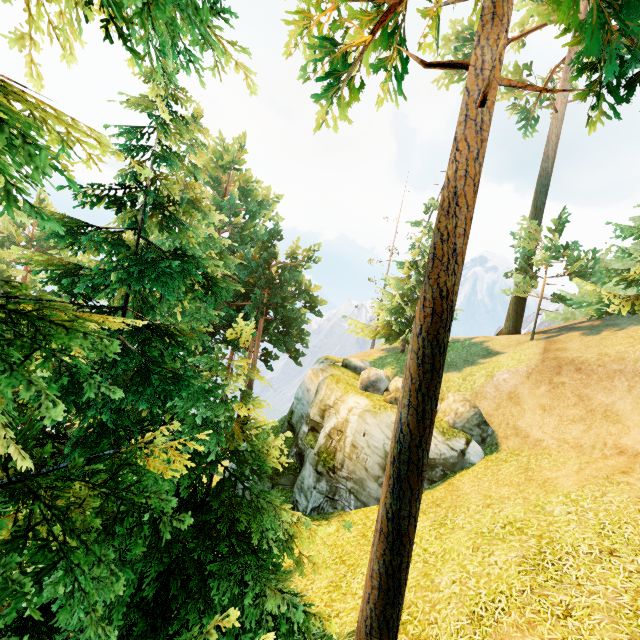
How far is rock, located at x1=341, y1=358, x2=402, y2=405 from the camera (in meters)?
15.55

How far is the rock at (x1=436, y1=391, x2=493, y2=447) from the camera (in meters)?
14.43

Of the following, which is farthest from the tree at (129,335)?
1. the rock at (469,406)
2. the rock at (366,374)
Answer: the rock at (469,406)

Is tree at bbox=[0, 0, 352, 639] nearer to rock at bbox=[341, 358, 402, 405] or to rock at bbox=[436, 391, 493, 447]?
rock at bbox=[341, 358, 402, 405]

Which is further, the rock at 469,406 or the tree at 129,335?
the rock at 469,406

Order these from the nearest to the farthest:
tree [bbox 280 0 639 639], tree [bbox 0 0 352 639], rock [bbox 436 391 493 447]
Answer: tree [bbox 0 0 352 639] < tree [bbox 280 0 639 639] < rock [bbox 436 391 493 447]

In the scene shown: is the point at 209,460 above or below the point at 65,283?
below
